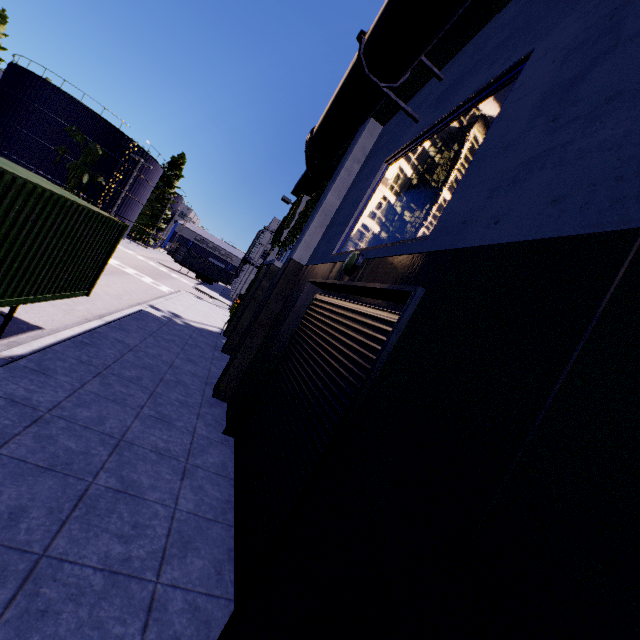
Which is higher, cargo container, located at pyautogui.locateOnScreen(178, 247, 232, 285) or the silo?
the silo

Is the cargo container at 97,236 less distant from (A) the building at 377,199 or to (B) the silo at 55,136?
(A) the building at 377,199

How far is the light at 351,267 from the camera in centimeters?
545cm

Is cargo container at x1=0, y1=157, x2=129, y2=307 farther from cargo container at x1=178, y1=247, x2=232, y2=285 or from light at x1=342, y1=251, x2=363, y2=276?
cargo container at x1=178, y1=247, x2=232, y2=285

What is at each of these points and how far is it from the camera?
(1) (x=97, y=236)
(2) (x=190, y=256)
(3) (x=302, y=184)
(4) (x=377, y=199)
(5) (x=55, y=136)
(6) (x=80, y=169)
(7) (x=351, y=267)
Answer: (1) cargo container, 8.1 meters
(2) cargo container, 47.3 meters
(3) building, 18.1 meters
(4) building, 7.0 meters
(5) silo, 36.3 meters
(6) tree, 38.2 meters
(7) light, 5.5 meters

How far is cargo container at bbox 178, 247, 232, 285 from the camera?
47.0 meters

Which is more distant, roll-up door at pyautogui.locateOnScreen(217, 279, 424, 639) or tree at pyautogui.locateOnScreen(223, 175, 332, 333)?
tree at pyautogui.locateOnScreen(223, 175, 332, 333)

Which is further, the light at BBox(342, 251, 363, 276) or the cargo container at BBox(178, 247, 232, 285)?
the cargo container at BBox(178, 247, 232, 285)
